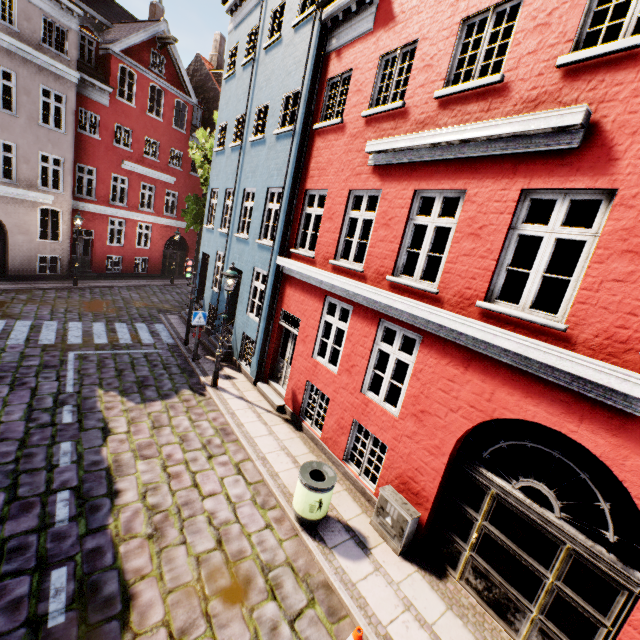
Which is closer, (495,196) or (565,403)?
(565,403)

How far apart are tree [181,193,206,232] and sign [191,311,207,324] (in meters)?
8.93

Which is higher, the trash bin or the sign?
the sign

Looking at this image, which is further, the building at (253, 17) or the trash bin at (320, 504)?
the trash bin at (320, 504)

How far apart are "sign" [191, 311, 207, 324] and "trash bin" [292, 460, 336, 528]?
6.99m

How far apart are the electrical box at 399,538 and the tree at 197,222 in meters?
16.9

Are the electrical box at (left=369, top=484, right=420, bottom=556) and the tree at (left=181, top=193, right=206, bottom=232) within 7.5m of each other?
no

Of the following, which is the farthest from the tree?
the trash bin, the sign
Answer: the trash bin
